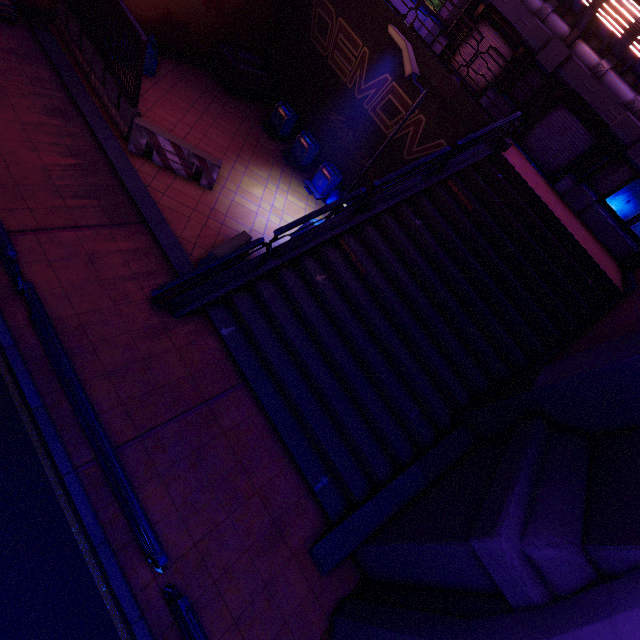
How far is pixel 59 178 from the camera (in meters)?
7.82

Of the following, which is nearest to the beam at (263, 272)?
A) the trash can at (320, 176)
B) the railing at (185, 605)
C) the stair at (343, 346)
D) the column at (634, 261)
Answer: the stair at (343, 346)

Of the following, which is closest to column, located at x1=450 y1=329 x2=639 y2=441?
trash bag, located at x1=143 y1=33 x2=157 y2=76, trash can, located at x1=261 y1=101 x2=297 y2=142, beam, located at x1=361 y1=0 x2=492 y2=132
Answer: beam, located at x1=361 y1=0 x2=492 y2=132

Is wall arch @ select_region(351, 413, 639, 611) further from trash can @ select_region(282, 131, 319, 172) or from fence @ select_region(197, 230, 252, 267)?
trash can @ select_region(282, 131, 319, 172)

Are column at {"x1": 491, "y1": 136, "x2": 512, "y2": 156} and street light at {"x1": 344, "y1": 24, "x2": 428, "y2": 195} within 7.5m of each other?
yes

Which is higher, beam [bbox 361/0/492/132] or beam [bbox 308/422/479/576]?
beam [bbox 361/0/492/132]

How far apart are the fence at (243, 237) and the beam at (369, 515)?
6.6 meters

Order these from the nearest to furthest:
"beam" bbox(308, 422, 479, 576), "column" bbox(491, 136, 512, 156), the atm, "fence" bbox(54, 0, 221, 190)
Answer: "beam" bbox(308, 422, 479, 576) → "fence" bbox(54, 0, 221, 190) → the atm → "column" bbox(491, 136, 512, 156)
